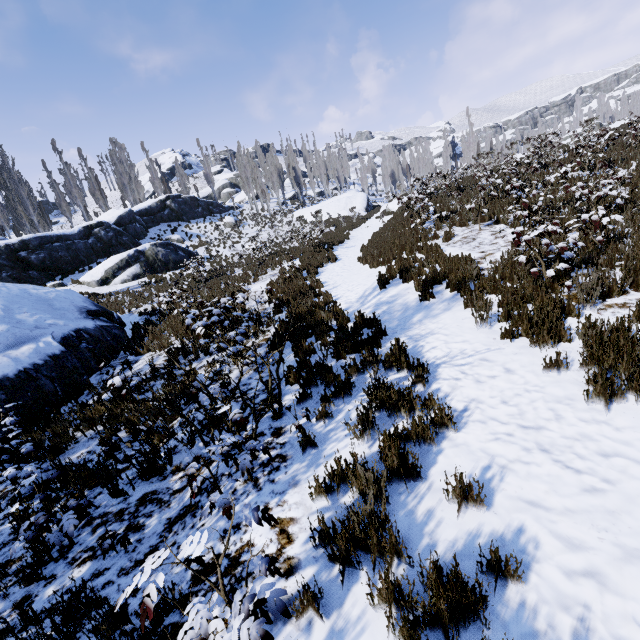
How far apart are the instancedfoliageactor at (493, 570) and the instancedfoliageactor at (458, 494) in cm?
42

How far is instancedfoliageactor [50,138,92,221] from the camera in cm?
3506

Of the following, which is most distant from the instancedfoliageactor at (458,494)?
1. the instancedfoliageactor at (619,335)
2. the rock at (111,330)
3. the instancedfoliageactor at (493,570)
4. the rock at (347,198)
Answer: the rock at (347,198)

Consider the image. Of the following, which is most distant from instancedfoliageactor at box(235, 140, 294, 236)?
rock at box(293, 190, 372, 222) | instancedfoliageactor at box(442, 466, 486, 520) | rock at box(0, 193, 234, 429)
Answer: instancedfoliageactor at box(442, 466, 486, 520)

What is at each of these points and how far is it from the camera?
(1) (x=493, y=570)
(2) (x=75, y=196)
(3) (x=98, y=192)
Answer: (1) instancedfoliageactor, 2.3 meters
(2) instancedfoliageactor, 36.2 meters
(3) instancedfoliageactor, 41.5 meters

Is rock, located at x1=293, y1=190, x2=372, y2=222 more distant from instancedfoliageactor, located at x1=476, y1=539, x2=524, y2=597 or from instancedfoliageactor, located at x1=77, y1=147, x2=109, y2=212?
instancedfoliageactor, located at x1=476, y1=539, x2=524, y2=597

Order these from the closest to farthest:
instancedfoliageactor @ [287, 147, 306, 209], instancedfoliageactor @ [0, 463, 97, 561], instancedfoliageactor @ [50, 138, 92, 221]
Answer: instancedfoliageactor @ [0, 463, 97, 561] < instancedfoliageactor @ [50, 138, 92, 221] < instancedfoliageactor @ [287, 147, 306, 209]
